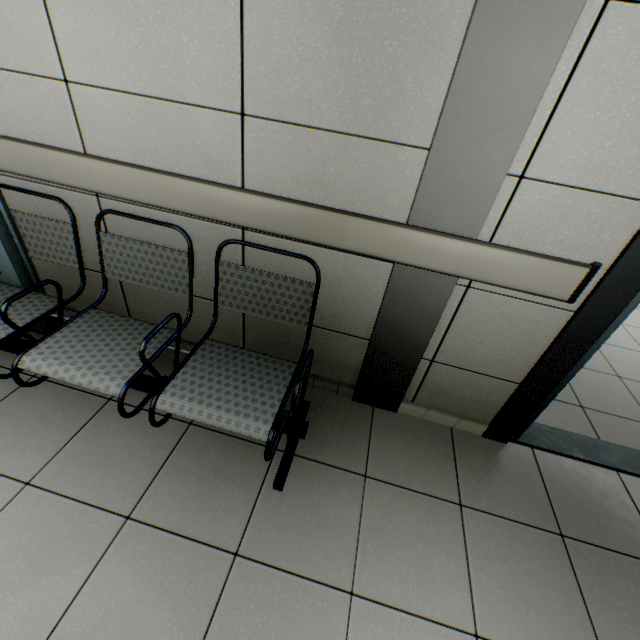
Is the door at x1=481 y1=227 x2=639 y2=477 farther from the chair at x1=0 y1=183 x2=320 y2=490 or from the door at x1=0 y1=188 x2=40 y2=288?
the door at x1=0 y1=188 x2=40 y2=288

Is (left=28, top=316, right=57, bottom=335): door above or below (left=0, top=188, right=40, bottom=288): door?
below

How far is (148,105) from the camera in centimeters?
137cm

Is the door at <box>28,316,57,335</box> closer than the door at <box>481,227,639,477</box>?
No

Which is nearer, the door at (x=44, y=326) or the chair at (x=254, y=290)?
the chair at (x=254, y=290)

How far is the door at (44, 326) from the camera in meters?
2.1 m

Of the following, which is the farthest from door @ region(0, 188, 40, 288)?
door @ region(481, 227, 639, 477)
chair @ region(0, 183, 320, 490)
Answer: door @ region(481, 227, 639, 477)
